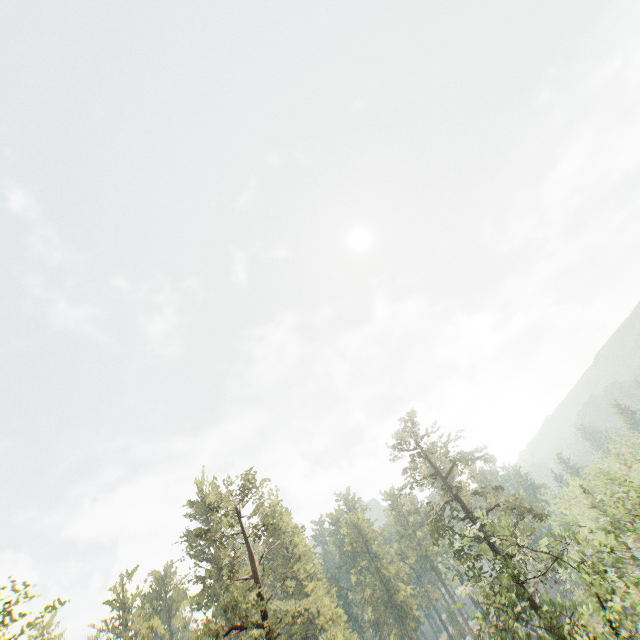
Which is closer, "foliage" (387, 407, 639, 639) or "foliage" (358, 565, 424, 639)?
"foliage" (387, 407, 639, 639)

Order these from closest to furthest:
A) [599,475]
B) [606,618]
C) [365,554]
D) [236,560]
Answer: [606,618]
[599,475]
[236,560]
[365,554]

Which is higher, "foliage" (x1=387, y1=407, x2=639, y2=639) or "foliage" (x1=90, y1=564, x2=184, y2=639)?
"foliage" (x1=90, y1=564, x2=184, y2=639)

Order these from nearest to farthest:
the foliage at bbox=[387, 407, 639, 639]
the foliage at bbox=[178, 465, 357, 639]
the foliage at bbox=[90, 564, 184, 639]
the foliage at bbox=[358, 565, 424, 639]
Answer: the foliage at bbox=[387, 407, 639, 639], the foliage at bbox=[178, 465, 357, 639], the foliage at bbox=[90, 564, 184, 639], the foliage at bbox=[358, 565, 424, 639]

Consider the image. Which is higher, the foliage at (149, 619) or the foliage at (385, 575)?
the foliage at (149, 619)

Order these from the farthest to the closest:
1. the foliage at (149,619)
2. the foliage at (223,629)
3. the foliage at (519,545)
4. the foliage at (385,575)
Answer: the foliage at (385,575)
the foliage at (149,619)
the foliage at (223,629)
the foliage at (519,545)
